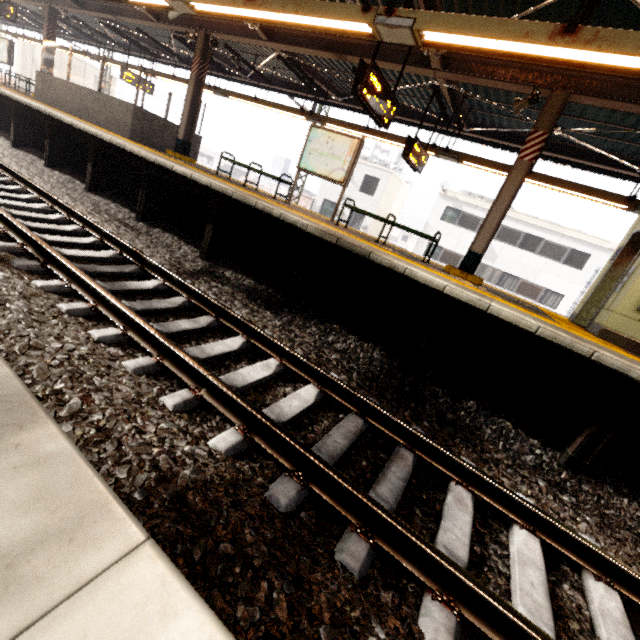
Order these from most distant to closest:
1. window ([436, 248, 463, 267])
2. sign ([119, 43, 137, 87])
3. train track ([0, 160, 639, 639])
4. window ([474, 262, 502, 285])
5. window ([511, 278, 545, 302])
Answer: window ([436, 248, 463, 267])
window ([474, 262, 502, 285])
window ([511, 278, 545, 302])
sign ([119, 43, 137, 87])
train track ([0, 160, 639, 639])

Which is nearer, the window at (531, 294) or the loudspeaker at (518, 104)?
the loudspeaker at (518, 104)

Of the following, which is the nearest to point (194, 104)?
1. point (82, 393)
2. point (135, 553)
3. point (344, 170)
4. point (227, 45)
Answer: point (227, 45)

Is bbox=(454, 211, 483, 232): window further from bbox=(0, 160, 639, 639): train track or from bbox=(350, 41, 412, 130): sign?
bbox=(0, 160, 639, 639): train track

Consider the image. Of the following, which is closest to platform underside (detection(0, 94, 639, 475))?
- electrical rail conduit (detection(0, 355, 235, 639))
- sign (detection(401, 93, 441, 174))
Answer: electrical rail conduit (detection(0, 355, 235, 639))

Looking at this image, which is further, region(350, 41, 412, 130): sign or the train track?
region(350, 41, 412, 130): sign

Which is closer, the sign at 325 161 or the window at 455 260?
the sign at 325 161

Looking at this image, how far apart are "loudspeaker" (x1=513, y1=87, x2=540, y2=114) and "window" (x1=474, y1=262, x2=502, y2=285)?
20.0 meters
